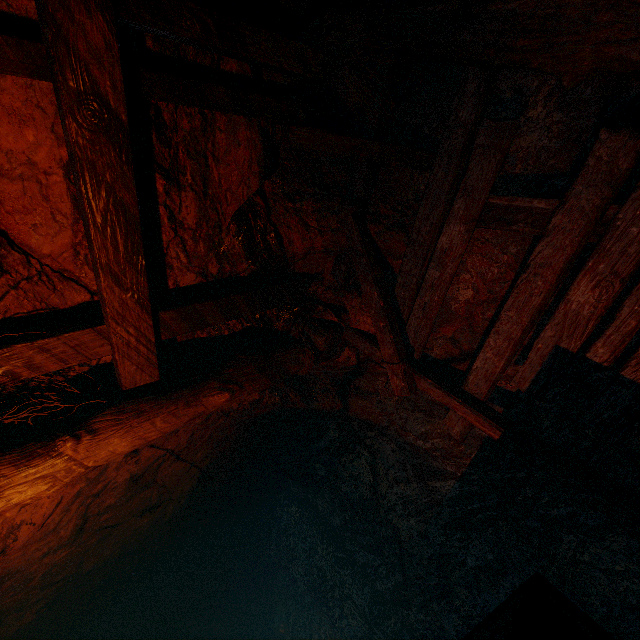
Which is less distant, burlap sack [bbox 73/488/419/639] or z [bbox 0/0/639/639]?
z [bbox 0/0/639/639]

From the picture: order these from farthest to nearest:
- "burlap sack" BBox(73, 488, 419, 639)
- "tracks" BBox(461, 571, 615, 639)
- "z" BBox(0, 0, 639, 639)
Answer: "burlap sack" BBox(73, 488, 419, 639) → "z" BBox(0, 0, 639, 639) → "tracks" BBox(461, 571, 615, 639)

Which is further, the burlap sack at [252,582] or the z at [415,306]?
the burlap sack at [252,582]

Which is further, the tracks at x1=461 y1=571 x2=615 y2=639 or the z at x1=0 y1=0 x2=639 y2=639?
the z at x1=0 y1=0 x2=639 y2=639

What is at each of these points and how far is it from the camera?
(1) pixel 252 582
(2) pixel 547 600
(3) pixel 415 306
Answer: (1) burlap sack, 7.3 meters
(2) tracks, 1.3 meters
(3) z, 3.1 meters

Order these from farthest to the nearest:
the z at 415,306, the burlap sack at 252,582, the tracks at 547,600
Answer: the burlap sack at 252,582 → the z at 415,306 → the tracks at 547,600

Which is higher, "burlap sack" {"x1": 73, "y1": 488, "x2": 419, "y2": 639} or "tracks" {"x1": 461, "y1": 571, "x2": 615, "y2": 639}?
"burlap sack" {"x1": 73, "y1": 488, "x2": 419, "y2": 639}

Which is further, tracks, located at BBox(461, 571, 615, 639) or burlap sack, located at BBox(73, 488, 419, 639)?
burlap sack, located at BBox(73, 488, 419, 639)
